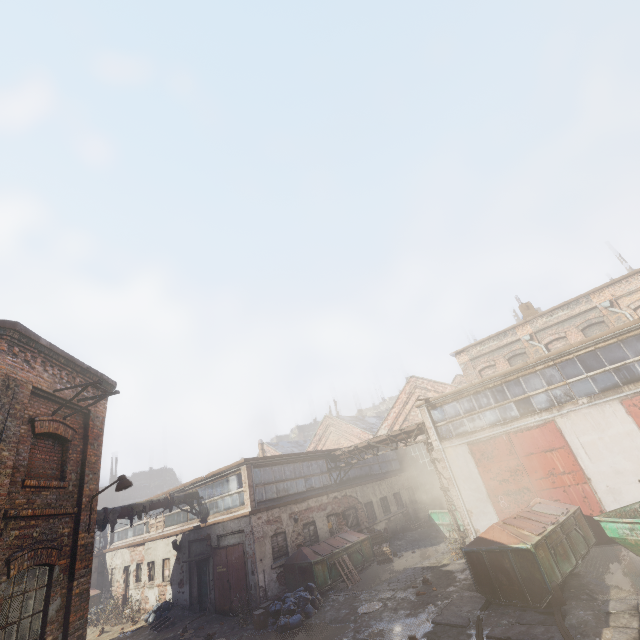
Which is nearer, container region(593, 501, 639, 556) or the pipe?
container region(593, 501, 639, 556)

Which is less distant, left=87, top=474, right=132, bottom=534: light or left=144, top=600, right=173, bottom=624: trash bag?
left=87, top=474, right=132, bottom=534: light

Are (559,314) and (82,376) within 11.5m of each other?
no

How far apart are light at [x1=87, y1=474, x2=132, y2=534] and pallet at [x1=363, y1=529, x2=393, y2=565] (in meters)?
13.48

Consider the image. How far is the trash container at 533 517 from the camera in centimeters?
857cm

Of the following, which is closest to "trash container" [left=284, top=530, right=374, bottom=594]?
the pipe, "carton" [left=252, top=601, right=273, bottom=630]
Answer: "carton" [left=252, top=601, right=273, bottom=630]

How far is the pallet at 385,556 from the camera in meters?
16.6

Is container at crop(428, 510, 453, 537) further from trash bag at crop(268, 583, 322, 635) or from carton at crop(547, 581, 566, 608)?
carton at crop(547, 581, 566, 608)
